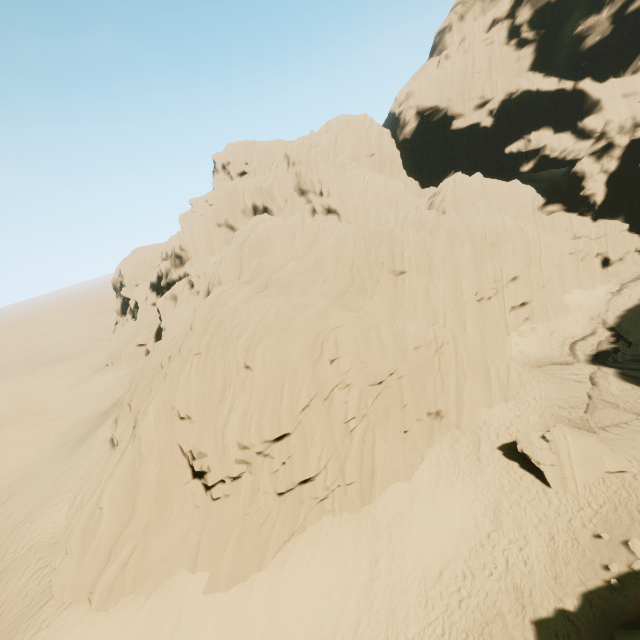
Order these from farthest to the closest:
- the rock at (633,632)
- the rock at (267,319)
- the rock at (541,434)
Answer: the rock at (541,434) < the rock at (267,319) < the rock at (633,632)

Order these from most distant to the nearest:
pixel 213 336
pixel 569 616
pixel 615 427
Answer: pixel 615 427, pixel 213 336, pixel 569 616

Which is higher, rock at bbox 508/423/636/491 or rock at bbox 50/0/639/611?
rock at bbox 50/0/639/611

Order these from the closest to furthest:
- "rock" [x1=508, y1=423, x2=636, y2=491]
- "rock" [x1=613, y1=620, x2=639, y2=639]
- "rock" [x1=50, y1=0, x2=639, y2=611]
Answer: "rock" [x1=613, y1=620, x2=639, y2=639] < "rock" [x1=50, y1=0, x2=639, y2=611] < "rock" [x1=508, y1=423, x2=636, y2=491]

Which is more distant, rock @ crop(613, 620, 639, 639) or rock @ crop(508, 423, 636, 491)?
rock @ crop(508, 423, 636, 491)

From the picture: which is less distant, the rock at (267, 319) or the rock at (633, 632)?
the rock at (633, 632)
